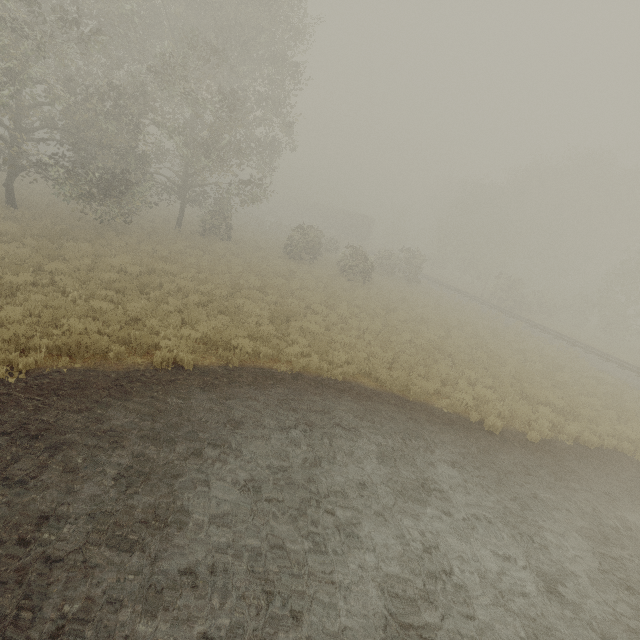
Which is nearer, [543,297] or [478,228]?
[543,297]

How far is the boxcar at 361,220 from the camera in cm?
5034

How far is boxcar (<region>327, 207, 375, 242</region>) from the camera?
50.3m
